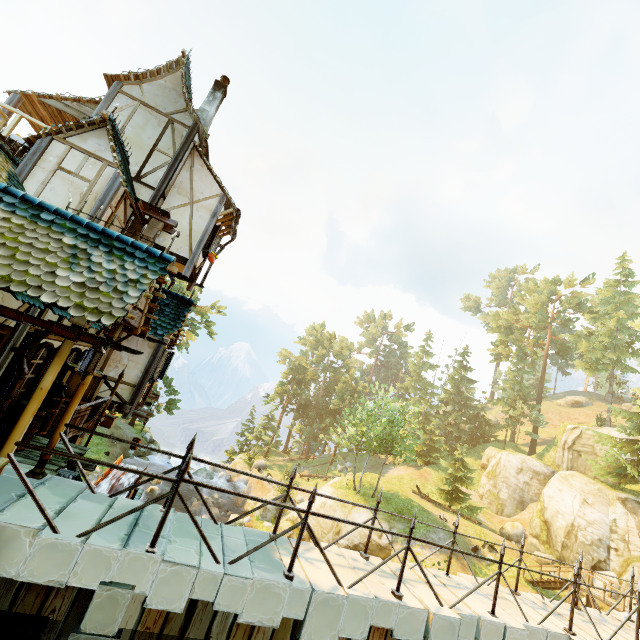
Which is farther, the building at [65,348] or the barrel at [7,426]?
the barrel at [7,426]

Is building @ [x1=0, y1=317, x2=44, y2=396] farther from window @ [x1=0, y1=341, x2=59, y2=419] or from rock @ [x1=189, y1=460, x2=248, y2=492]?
rock @ [x1=189, y1=460, x2=248, y2=492]

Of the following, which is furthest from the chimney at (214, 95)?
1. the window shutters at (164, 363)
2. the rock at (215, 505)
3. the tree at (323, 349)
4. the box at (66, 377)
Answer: the rock at (215, 505)

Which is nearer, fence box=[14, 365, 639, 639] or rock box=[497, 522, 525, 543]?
fence box=[14, 365, 639, 639]

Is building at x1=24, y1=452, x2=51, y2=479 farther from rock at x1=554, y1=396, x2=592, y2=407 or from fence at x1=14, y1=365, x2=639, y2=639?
rock at x1=554, y1=396, x2=592, y2=407

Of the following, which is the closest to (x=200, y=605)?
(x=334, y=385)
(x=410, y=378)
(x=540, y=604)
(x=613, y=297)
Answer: (x=540, y=604)

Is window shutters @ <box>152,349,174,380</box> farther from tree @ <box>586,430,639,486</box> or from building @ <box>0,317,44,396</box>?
tree @ <box>586,430,639,486</box>

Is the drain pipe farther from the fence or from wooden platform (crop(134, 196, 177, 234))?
wooden platform (crop(134, 196, 177, 234))
